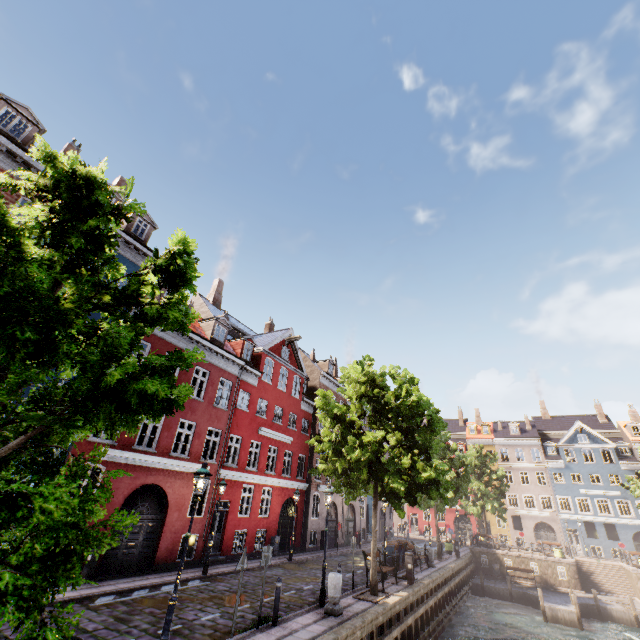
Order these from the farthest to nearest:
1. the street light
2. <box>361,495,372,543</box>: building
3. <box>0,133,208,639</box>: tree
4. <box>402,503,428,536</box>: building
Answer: <box>402,503,428,536</box>: building < <box>361,495,372,543</box>: building < the street light < <box>0,133,208,639</box>: tree

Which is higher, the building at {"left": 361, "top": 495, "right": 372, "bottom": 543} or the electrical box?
the building at {"left": 361, "top": 495, "right": 372, "bottom": 543}

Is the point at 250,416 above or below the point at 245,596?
above

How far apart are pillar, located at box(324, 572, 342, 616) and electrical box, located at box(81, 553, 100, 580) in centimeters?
866cm

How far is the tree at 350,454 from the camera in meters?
13.7

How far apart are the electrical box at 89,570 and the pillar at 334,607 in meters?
8.7

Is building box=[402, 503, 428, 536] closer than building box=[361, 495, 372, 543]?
No
